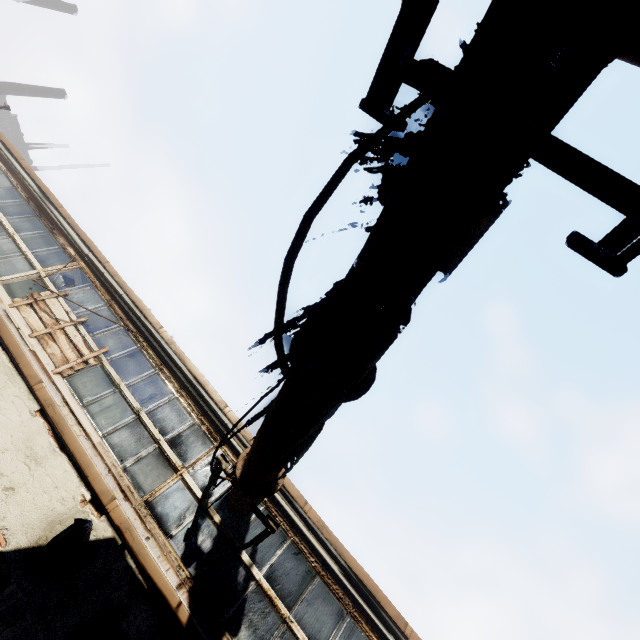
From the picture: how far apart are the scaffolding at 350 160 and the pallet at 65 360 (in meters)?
6.54

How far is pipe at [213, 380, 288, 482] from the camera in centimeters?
324cm

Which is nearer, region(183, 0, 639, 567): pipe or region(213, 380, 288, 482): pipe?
region(183, 0, 639, 567): pipe

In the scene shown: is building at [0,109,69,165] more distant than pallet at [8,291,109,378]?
Yes

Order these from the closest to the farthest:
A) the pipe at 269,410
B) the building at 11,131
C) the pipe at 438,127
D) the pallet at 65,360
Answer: the pipe at 438,127 → the pipe at 269,410 → the pallet at 65,360 → the building at 11,131

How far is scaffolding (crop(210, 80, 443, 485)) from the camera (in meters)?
1.26

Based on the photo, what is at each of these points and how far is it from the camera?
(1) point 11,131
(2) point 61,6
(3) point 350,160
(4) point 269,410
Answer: (1) building, 34.6m
(2) building, 30.0m
(3) scaffolding, 1.3m
(4) pipe, 3.5m

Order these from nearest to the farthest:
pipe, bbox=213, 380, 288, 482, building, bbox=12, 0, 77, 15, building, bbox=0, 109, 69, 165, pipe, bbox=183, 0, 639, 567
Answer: pipe, bbox=183, 0, 639, 567, pipe, bbox=213, 380, 288, 482, building, bbox=12, 0, 77, 15, building, bbox=0, 109, 69, 165
